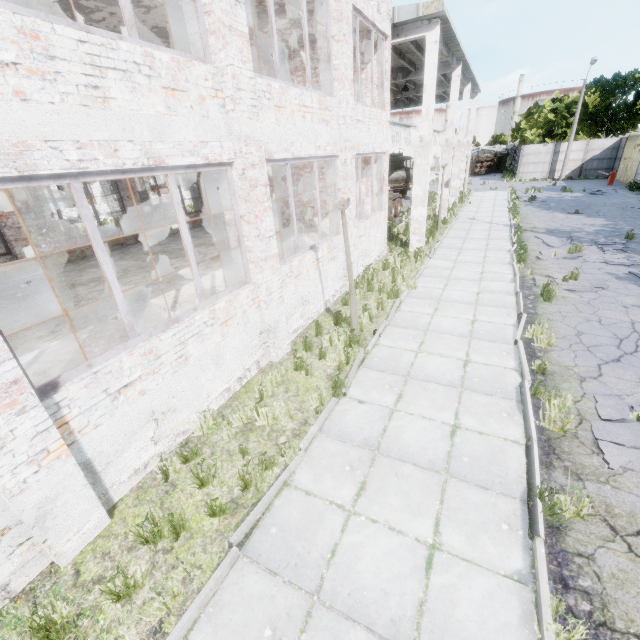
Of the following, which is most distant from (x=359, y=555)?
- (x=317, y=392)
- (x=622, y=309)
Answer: (x=622, y=309)

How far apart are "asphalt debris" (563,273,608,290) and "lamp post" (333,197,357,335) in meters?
6.3

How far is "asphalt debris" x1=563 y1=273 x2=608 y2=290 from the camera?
9.31m

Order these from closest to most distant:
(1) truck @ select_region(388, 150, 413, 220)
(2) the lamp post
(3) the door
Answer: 1. (2) the lamp post
2. (1) truck @ select_region(388, 150, 413, 220)
3. (3) the door

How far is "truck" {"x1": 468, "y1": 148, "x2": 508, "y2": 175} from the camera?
47.06m

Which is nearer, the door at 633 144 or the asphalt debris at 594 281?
the asphalt debris at 594 281

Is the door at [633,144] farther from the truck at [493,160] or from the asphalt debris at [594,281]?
the asphalt debris at [594,281]

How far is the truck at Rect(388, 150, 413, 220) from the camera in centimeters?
2121cm
